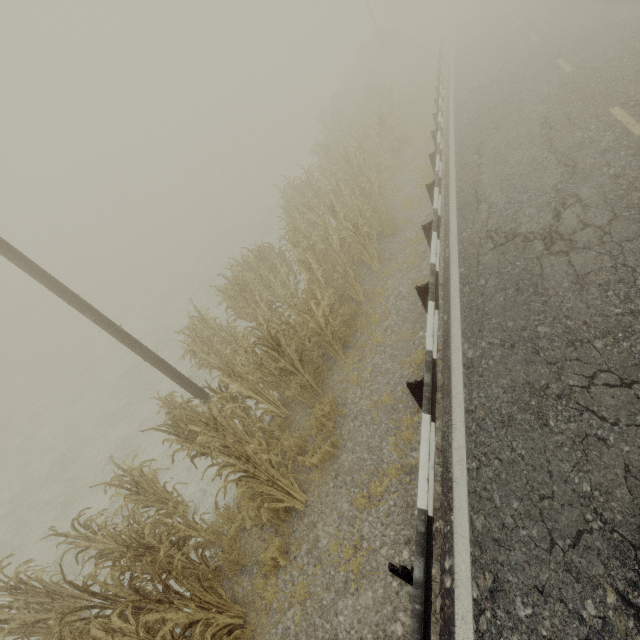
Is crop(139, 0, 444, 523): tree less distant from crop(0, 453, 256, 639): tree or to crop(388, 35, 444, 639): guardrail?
crop(388, 35, 444, 639): guardrail

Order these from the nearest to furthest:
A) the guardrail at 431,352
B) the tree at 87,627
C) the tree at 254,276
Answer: the guardrail at 431,352, the tree at 87,627, the tree at 254,276

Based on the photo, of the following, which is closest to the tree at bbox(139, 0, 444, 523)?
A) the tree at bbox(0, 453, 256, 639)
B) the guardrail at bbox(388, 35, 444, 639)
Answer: the guardrail at bbox(388, 35, 444, 639)

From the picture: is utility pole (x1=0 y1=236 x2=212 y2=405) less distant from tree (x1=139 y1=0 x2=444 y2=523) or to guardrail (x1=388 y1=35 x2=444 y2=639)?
guardrail (x1=388 y1=35 x2=444 y2=639)

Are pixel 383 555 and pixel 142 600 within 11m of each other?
yes

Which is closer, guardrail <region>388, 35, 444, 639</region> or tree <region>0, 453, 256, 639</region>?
guardrail <region>388, 35, 444, 639</region>

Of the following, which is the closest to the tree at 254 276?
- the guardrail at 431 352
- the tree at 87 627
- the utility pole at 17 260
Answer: the guardrail at 431 352

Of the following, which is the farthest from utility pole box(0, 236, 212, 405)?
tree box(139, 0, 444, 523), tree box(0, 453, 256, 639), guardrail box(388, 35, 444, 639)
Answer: tree box(139, 0, 444, 523)
